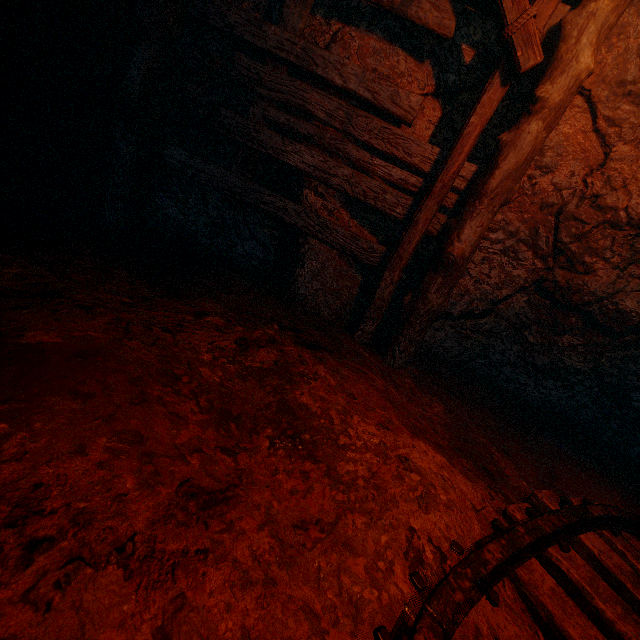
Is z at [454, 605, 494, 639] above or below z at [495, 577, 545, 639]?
above

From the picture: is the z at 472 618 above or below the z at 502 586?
above

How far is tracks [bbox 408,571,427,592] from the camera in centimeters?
118cm

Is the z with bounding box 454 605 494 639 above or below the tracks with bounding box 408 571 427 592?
below

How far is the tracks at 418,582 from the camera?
1.18m

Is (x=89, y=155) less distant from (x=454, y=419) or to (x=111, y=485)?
(x=111, y=485)
